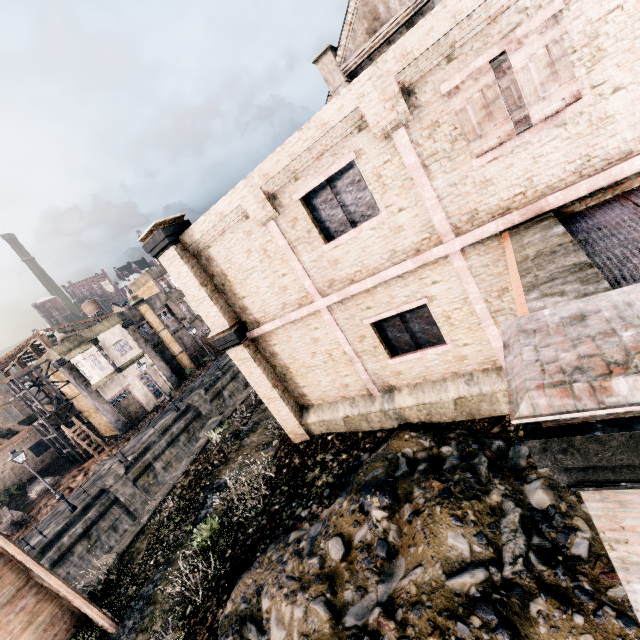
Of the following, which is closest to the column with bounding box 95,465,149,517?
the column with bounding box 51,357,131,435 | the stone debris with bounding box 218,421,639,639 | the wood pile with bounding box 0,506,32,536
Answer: the wood pile with bounding box 0,506,32,536

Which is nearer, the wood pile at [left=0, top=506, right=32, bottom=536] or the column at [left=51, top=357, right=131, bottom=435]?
the wood pile at [left=0, top=506, right=32, bottom=536]

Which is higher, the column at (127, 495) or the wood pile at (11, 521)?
the wood pile at (11, 521)

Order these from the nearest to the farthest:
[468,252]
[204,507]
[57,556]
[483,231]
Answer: [483,231] → [468,252] → [204,507] → [57,556]

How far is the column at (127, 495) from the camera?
22.71m

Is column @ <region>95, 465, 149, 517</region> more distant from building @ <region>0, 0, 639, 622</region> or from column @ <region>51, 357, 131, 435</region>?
building @ <region>0, 0, 639, 622</region>

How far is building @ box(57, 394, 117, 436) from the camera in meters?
34.2 m
